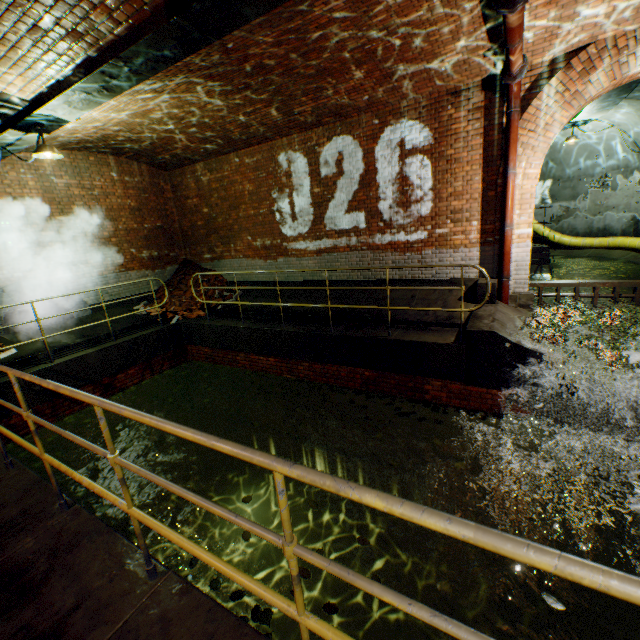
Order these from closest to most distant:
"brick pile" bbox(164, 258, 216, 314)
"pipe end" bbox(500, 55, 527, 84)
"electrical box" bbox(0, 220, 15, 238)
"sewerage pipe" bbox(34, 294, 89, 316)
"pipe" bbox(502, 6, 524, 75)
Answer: "pipe" bbox(502, 6, 524, 75)
"pipe end" bbox(500, 55, 527, 84)
"electrical box" bbox(0, 220, 15, 238)
"sewerage pipe" bbox(34, 294, 89, 316)
"brick pile" bbox(164, 258, 216, 314)

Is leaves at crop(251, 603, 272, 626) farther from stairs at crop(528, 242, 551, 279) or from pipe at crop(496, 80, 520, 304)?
stairs at crop(528, 242, 551, 279)

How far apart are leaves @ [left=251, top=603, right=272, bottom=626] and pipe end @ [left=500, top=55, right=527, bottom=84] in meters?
7.8

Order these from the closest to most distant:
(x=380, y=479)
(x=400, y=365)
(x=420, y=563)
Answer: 1. (x=400, y=365)
2. (x=420, y=563)
3. (x=380, y=479)

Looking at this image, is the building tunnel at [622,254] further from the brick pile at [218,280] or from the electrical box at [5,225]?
the electrical box at [5,225]

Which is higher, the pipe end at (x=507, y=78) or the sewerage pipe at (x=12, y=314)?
the pipe end at (x=507, y=78)

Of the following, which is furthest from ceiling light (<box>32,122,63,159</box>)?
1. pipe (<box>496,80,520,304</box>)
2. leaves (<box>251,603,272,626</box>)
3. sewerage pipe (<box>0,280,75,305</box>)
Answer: pipe (<box>496,80,520,304</box>)

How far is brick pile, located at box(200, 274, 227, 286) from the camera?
10.8m
